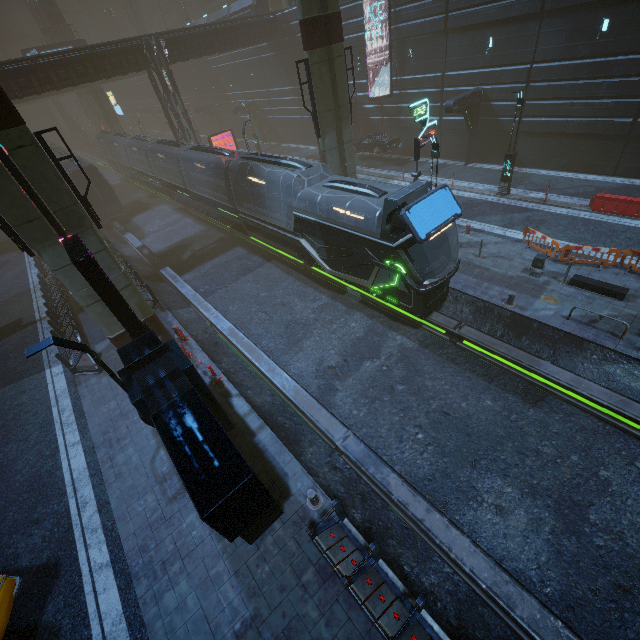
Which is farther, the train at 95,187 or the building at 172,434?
the train at 95,187

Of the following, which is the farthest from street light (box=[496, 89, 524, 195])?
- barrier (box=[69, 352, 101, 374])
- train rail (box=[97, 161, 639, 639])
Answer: barrier (box=[69, 352, 101, 374])

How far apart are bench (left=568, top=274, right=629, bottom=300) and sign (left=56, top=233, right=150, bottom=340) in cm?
1653

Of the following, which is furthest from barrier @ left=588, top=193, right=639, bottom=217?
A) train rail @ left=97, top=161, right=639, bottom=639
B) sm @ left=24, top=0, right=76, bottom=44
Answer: sm @ left=24, top=0, right=76, bottom=44

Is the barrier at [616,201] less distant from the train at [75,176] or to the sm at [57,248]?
the train at [75,176]

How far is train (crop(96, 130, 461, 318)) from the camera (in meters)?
11.66

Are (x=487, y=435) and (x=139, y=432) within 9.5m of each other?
no

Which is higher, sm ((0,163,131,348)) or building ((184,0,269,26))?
building ((184,0,269,26))
